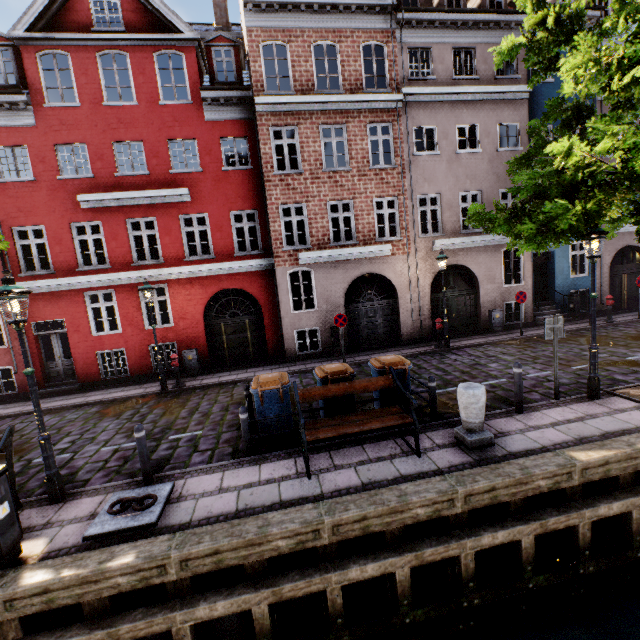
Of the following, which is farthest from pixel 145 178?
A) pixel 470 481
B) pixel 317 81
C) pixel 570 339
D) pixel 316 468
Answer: pixel 570 339

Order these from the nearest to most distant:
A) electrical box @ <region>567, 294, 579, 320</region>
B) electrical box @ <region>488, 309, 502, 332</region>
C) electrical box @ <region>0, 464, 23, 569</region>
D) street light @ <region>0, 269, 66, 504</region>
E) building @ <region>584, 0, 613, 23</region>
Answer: electrical box @ <region>0, 464, 23, 569</region> < street light @ <region>0, 269, 66, 504</region> < building @ <region>584, 0, 613, 23</region> < electrical box @ <region>488, 309, 502, 332</region> < electrical box @ <region>567, 294, 579, 320</region>

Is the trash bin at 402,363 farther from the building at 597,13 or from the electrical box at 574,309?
the electrical box at 574,309

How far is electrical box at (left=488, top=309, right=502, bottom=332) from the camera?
14.9 meters

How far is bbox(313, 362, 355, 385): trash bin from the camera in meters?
6.7 m

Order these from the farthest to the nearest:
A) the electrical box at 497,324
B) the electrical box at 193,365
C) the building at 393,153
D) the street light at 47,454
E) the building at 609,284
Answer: the building at 609,284, the electrical box at 497,324, the electrical box at 193,365, the building at 393,153, the street light at 47,454

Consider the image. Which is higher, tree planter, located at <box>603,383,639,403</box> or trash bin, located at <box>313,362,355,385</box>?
trash bin, located at <box>313,362,355,385</box>

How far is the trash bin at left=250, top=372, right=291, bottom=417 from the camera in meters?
6.6 m
